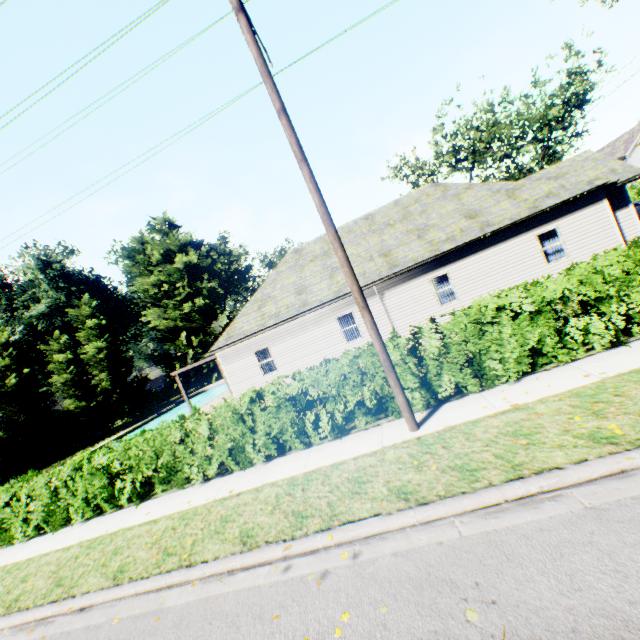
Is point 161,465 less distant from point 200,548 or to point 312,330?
point 200,548

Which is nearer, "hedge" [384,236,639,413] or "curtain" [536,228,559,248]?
"hedge" [384,236,639,413]

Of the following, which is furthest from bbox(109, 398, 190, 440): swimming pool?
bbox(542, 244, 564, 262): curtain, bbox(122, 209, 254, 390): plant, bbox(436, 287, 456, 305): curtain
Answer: bbox(542, 244, 564, 262): curtain

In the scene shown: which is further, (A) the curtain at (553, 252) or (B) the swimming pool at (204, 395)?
(B) the swimming pool at (204, 395)

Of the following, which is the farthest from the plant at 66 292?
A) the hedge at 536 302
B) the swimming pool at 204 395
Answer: the swimming pool at 204 395

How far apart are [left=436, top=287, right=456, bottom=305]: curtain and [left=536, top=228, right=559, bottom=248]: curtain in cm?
404

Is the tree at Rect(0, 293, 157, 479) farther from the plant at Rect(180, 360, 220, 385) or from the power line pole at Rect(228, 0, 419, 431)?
the power line pole at Rect(228, 0, 419, 431)

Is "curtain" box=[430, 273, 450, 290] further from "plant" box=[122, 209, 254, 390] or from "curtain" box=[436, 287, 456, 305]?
"plant" box=[122, 209, 254, 390]
